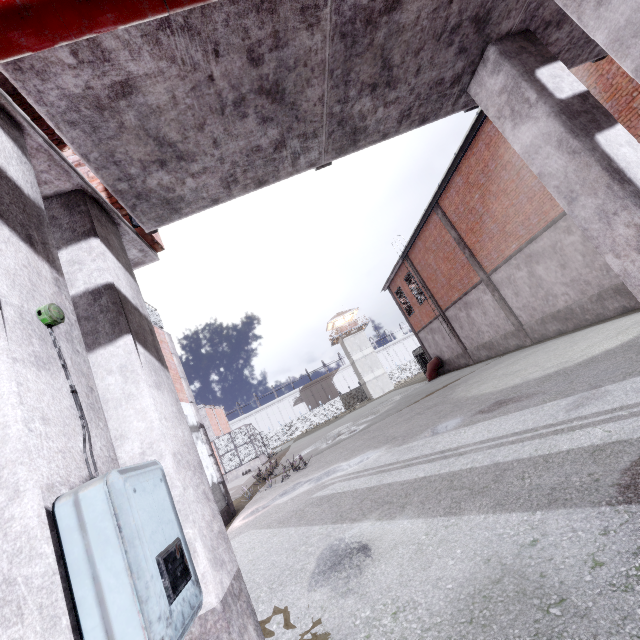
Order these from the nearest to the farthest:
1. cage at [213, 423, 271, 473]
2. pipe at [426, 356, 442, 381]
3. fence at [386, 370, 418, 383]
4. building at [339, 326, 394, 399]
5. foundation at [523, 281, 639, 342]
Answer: foundation at [523, 281, 639, 342]
pipe at [426, 356, 442, 381]
cage at [213, 423, 271, 473]
building at [339, 326, 394, 399]
fence at [386, 370, 418, 383]

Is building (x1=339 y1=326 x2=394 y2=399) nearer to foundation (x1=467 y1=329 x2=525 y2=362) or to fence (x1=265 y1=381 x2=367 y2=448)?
fence (x1=265 y1=381 x2=367 y2=448)

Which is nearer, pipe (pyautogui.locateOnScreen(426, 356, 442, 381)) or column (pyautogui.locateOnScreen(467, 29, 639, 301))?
column (pyautogui.locateOnScreen(467, 29, 639, 301))

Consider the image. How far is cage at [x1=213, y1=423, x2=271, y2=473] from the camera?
27.8m

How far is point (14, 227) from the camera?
1.5 meters

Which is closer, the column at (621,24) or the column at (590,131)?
the column at (621,24)

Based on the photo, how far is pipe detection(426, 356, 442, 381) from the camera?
25.50m

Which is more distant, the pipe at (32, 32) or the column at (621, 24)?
the column at (621, 24)
